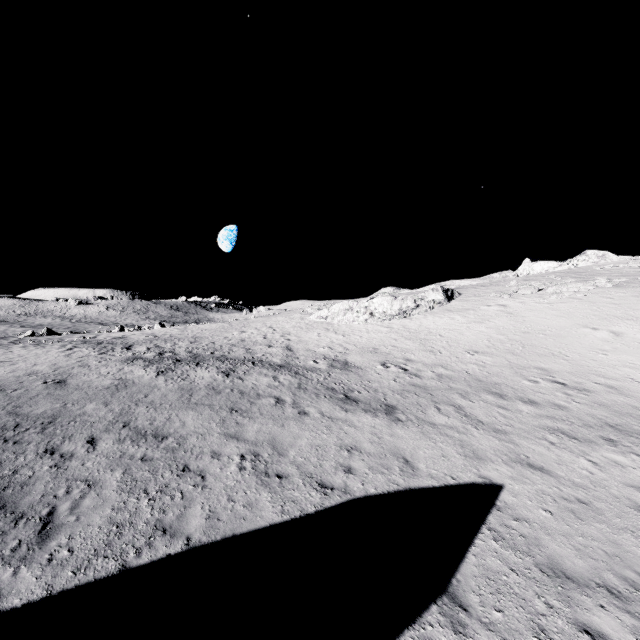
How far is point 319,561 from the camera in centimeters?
657cm
